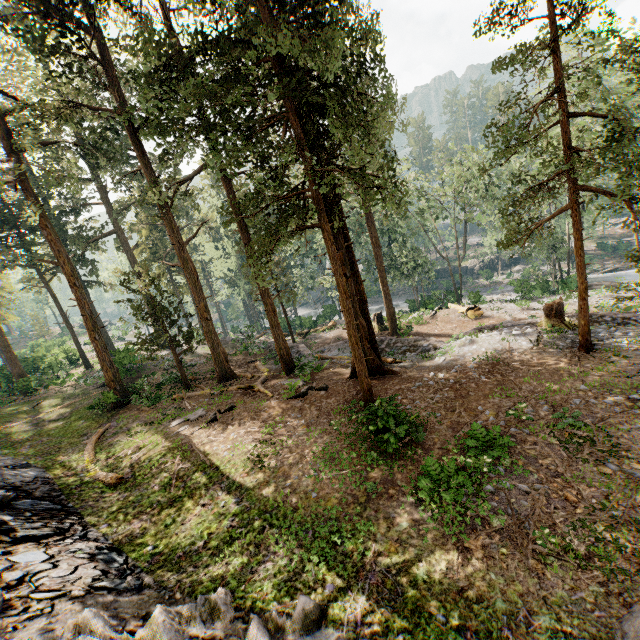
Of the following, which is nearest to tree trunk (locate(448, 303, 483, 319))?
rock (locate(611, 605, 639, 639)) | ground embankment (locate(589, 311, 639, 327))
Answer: ground embankment (locate(589, 311, 639, 327))

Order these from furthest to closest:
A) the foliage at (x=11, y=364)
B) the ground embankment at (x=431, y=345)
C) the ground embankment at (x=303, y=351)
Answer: the foliage at (x=11, y=364)
the ground embankment at (x=303, y=351)
the ground embankment at (x=431, y=345)

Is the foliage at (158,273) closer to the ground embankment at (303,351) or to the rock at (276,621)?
the ground embankment at (303,351)

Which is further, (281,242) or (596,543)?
(281,242)

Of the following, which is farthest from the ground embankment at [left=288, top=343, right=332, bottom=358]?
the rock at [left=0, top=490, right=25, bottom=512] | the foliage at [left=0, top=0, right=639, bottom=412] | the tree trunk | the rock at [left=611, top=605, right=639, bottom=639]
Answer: the rock at [left=0, top=490, right=25, bottom=512]

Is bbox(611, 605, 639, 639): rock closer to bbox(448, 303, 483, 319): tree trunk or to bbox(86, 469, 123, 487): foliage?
bbox(86, 469, 123, 487): foliage

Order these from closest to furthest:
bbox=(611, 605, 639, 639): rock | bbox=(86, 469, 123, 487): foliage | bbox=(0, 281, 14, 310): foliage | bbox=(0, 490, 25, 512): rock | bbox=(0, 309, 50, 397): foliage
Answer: bbox=(611, 605, 639, 639): rock, bbox=(0, 490, 25, 512): rock, bbox=(86, 469, 123, 487): foliage, bbox=(0, 309, 50, 397): foliage, bbox=(0, 281, 14, 310): foliage

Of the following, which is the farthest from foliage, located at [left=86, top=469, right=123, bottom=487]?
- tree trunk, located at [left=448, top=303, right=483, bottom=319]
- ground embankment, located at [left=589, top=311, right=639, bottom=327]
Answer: tree trunk, located at [left=448, top=303, right=483, bottom=319]
